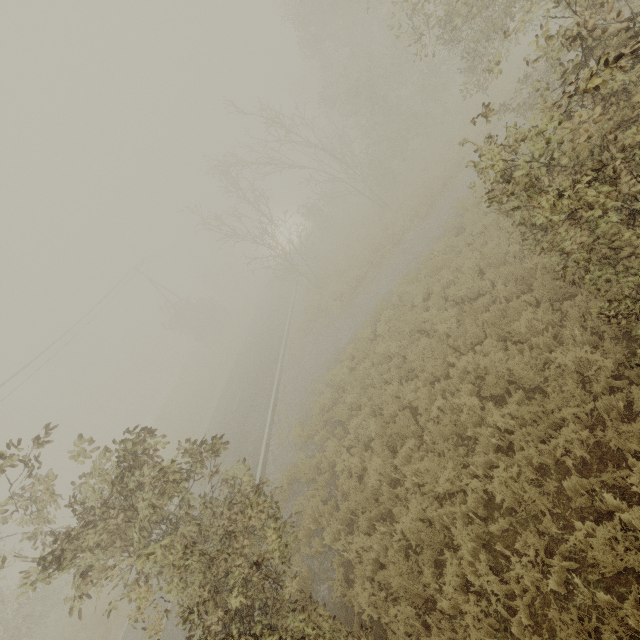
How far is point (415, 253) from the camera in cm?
1407
